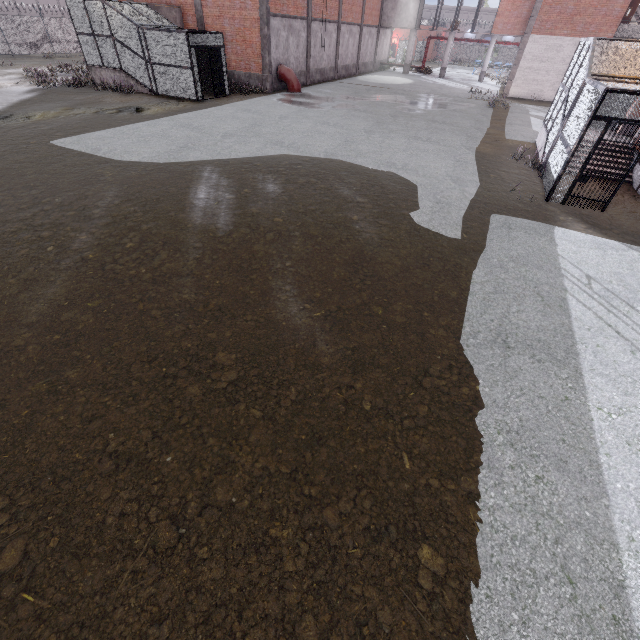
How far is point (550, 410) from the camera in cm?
422

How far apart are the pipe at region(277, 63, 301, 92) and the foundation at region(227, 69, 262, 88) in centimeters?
113cm

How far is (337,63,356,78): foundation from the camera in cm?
3099

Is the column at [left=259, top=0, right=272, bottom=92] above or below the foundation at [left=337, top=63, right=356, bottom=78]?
above

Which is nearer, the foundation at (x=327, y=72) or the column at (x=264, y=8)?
the column at (x=264, y=8)

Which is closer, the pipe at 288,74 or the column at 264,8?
the column at 264,8

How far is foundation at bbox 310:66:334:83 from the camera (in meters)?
26.86

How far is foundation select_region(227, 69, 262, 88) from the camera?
22.1m
